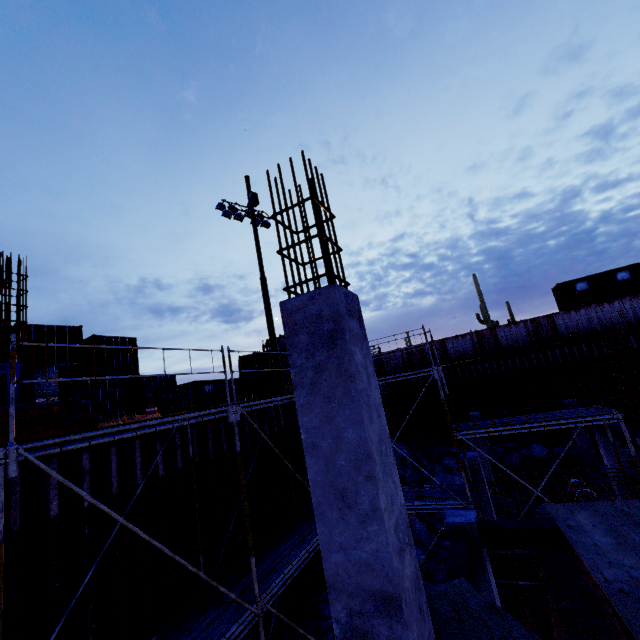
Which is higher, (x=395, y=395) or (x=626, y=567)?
(x=395, y=395)

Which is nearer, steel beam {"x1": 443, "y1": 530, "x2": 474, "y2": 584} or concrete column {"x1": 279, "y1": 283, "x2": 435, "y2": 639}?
concrete column {"x1": 279, "y1": 283, "x2": 435, "y2": 639}

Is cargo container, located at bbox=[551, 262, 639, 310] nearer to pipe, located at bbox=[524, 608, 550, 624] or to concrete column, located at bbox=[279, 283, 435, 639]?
pipe, located at bbox=[524, 608, 550, 624]

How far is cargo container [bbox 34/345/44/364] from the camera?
14.02m

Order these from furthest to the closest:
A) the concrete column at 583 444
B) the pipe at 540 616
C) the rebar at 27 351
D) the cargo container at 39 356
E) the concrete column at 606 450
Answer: the concrete column at 583 444 → the cargo container at 39 356 → the concrete column at 606 450 → the rebar at 27 351 → the pipe at 540 616

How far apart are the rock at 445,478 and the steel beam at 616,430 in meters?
7.2

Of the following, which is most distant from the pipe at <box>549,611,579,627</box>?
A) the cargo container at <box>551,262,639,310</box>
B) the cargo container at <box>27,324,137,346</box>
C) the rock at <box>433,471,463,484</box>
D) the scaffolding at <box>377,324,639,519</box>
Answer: the cargo container at <box>551,262,639,310</box>

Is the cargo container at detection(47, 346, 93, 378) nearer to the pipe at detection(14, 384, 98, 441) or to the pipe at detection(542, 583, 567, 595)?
the pipe at detection(14, 384, 98, 441)
